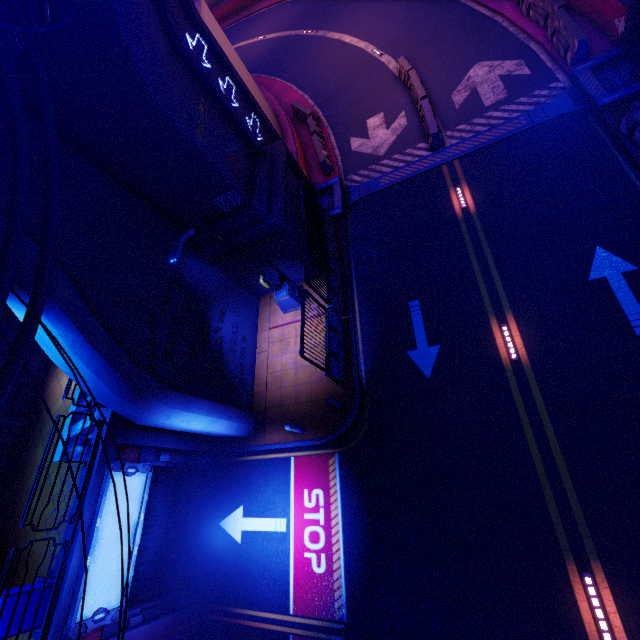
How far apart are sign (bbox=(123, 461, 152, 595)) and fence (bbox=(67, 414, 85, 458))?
1.0 meters

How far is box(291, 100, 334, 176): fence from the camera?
16.5m

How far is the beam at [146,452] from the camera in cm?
1037

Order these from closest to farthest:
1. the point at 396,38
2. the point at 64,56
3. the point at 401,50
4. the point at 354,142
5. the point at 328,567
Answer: the point at 64,56
the point at 328,567
the point at 354,142
the point at 401,50
the point at 396,38

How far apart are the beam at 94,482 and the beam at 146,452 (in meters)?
0.93

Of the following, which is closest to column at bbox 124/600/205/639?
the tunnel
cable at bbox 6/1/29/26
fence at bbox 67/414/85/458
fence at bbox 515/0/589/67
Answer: fence at bbox 67/414/85/458

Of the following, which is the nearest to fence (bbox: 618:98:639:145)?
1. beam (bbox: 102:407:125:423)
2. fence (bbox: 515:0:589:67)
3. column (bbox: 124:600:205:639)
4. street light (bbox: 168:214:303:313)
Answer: fence (bbox: 515:0:589:67)

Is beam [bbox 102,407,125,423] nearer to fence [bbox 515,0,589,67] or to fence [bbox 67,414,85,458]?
fence [bbox 67,414,85,458]
